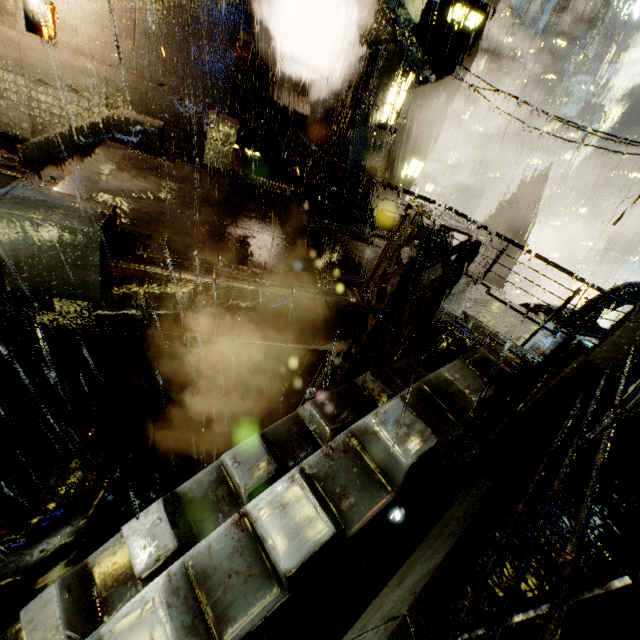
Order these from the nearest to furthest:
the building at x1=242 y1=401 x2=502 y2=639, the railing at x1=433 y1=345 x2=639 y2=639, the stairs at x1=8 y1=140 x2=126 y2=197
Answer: the railing at x1=433 y1=345 x2=639 y2=639, the building at x1=242 y1=401 x2=502 y2=639, the stairs at x1=8 y1=140 x2=126 y2=197

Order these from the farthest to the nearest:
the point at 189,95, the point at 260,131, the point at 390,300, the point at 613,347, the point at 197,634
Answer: the point at 260,131 → the point at 189,95 → the point at 390,300 → the point at 613,347 → the point at 197,634

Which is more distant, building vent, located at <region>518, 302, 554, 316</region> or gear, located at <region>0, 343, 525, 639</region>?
building vent, located at <region>518, 302, 554, 316</region>

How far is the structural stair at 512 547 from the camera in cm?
172

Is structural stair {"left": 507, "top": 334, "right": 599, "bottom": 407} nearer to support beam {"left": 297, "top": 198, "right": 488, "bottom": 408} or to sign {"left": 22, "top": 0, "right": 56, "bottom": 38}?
support beam {"left": 297, "top": 198, "right": 488, "bottom": 408}

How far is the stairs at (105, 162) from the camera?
6.32m

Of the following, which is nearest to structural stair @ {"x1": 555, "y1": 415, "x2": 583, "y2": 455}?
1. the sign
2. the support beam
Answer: the support beam

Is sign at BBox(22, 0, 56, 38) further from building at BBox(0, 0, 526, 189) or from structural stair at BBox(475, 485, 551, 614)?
structural stair at BBox(475, 485, 551, 614)
